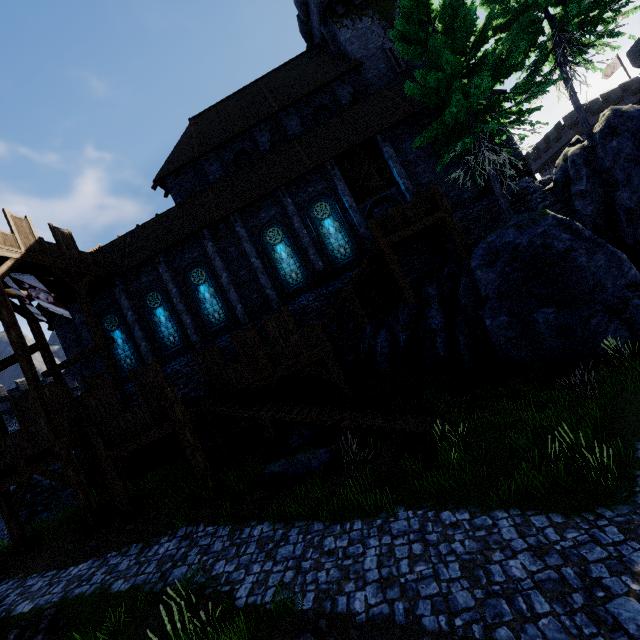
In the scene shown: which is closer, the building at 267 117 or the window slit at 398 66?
the building at 267 117

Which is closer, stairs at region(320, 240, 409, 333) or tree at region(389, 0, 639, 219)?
tree at region(389, 0, 639, 219)

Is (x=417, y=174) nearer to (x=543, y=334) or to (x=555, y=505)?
(x=543, y=334)

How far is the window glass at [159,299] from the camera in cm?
1855

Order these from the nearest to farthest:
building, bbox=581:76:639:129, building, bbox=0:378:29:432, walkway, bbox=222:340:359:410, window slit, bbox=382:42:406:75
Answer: walkway, bbox=222:340:359:410
window slit, bbox=382:42:406:75
building, bbox=0:378:29:432
building, bbox=581:76:639:129

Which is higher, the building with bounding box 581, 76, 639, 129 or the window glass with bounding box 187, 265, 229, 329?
the building with bounding box 581, 76, 639, 129

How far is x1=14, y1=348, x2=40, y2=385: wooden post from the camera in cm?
1161

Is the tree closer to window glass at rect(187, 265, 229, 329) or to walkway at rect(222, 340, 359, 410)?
walkway at rect(222, 340, 359, 410)
